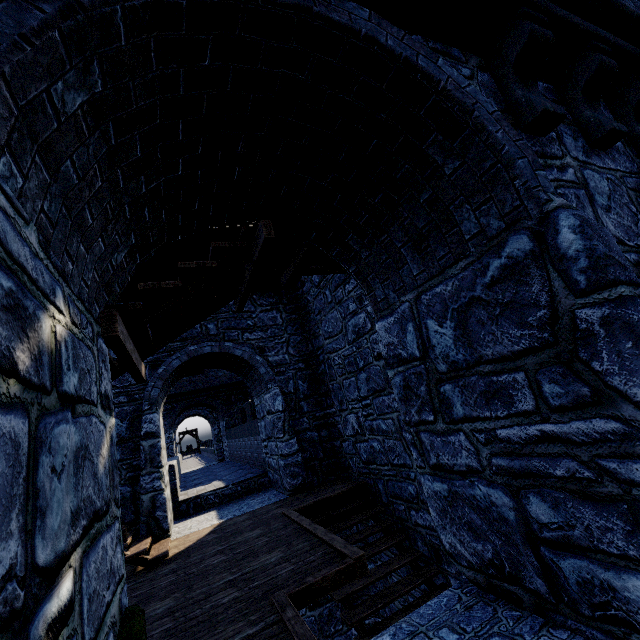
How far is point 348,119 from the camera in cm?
255
